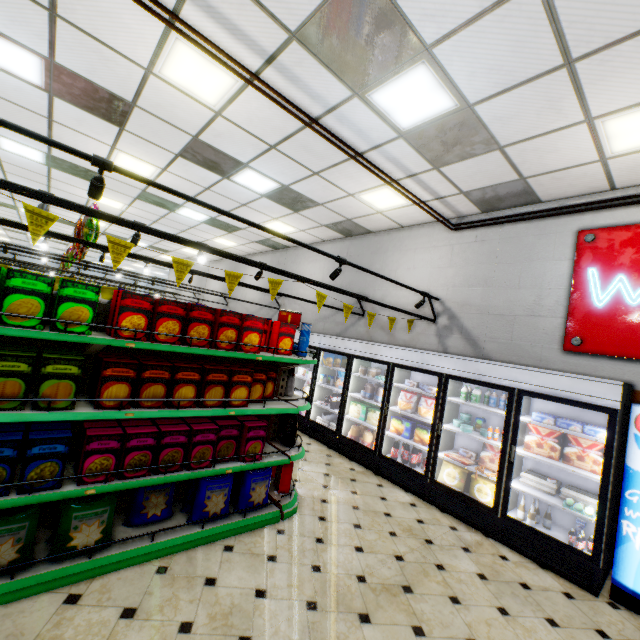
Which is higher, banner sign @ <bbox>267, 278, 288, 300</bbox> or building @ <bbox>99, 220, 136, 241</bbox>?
building @ <bbox>99, 220, 136, 241</bbox>

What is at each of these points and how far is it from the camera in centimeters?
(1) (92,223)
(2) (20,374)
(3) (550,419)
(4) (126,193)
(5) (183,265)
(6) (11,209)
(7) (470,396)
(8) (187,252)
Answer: (1) foil balloon, 524cm
(2) boxed food, 226cm
(3) ice cream, 405cm
(4) building, 817cm
(5) banner sign, 316cm
(6) building, 1205cm
(7) milk bottle, 507cm
(8) building, 1452cm

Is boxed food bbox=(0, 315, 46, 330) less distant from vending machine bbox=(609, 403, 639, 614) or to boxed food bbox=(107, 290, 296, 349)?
boxed food bbox=(107, 290, 296, 349)

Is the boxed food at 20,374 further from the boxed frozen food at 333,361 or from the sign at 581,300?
the sign at 581,300

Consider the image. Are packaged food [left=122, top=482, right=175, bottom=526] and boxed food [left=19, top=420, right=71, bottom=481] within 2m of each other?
yes

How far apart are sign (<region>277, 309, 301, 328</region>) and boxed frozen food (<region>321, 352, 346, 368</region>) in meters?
2.7 m

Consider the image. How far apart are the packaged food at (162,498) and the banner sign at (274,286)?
2.1 meters

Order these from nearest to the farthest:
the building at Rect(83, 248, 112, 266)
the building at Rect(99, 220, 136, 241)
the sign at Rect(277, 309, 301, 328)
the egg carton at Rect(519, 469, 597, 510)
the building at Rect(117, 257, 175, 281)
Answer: the egg carton at Rect(519, 469, 597, 510) < the sign at Rect(277, 309, 301, 328) < the building at Rect(99, 220, 136, 241) < the building at Rect(83, 248, 112, 266) < the building at Rect(117, 257, 175, 281)
